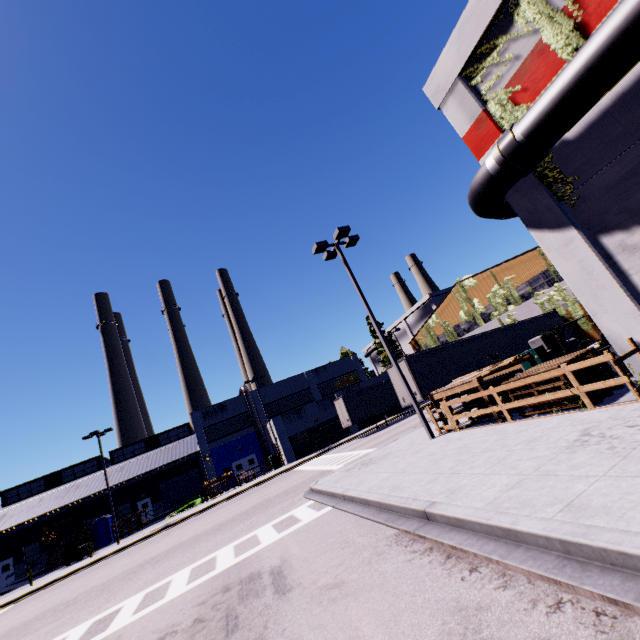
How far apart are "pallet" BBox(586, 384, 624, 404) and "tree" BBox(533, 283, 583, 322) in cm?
1649

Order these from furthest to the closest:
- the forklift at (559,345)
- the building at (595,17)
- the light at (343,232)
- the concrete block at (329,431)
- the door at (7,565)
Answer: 1. the door at (7,565)
2. the concrete block at (329,431)
3. the light at (343,232)
4. the forklift at (559,345)
5. the building at (595,17)

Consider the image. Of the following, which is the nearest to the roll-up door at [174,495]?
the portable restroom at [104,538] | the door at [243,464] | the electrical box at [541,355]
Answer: the portable restroom at [104,538]

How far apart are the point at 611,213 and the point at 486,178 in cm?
295

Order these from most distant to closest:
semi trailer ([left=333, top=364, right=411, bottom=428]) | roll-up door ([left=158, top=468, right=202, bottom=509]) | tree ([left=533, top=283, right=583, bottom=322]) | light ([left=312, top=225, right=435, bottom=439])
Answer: roll-up door ([left=158, top=468, right=202, bottom=509]) < tree ([left=533, top=283, right=583, bottom=322]) < semi trailer ([left=333, top=364, right=411, bottom=428]) < light ([left=312, top=225, right=435, bottom=439])

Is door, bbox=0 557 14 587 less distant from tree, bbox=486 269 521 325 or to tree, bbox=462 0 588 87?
tree, bbox=486 269 521 325

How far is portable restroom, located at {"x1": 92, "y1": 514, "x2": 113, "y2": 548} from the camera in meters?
34.6

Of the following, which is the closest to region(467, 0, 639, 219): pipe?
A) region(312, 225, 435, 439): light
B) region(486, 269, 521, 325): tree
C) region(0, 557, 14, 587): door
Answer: region(312, 225, 435, 439): light
